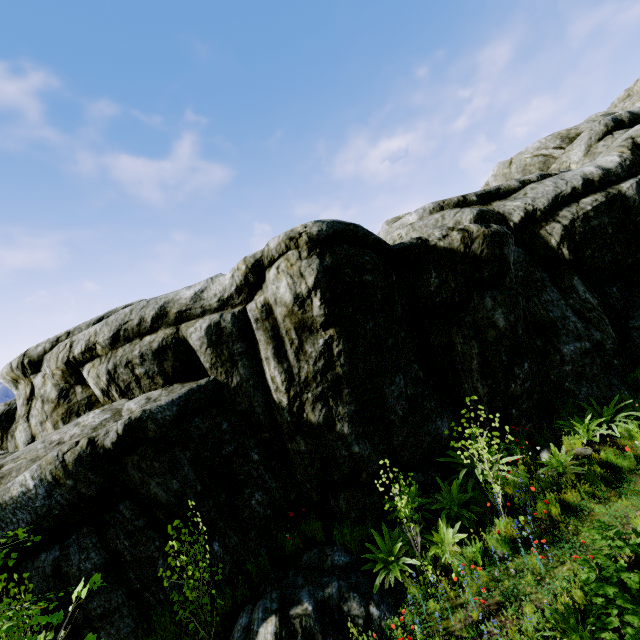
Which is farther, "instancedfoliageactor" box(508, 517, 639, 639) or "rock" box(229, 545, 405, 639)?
"rock" box(229, 545, 405, 639)

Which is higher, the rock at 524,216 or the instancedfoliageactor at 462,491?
the rock at 524,216

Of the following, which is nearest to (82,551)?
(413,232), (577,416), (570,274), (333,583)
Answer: (333,583)

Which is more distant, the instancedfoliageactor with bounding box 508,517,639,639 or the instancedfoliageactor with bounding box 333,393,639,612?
the instancedfoliageactor with bounding box 333,393,639,612

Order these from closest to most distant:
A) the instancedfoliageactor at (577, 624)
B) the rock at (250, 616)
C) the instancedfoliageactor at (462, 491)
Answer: the instancedfoliageactor at (577, 624), the rock at (250, 616), the instancedfoliageactor at (462, 491)

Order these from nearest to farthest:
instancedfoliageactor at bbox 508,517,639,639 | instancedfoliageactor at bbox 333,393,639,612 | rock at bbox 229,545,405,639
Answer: instancedfoliageactor at bbox 508,517,639,639 < rock at bbox 229,545,405,639 < instancedfoliageactor at bbox 333,393,639,612

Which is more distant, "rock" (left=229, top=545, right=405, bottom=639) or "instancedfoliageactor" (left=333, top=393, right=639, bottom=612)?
"instancedfoliageactor" (left=333, top=393, right=639, bottom=612)

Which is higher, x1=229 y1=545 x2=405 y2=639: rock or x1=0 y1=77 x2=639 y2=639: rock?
x1=0 y1=77 x2=639 y2=639: rock
